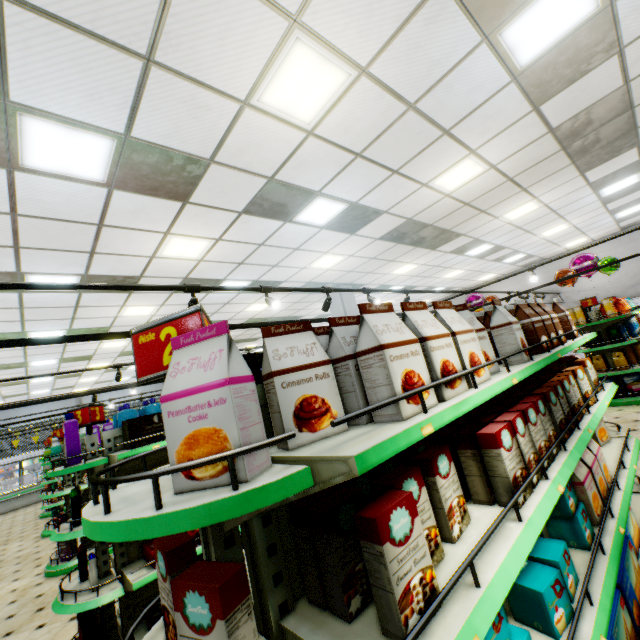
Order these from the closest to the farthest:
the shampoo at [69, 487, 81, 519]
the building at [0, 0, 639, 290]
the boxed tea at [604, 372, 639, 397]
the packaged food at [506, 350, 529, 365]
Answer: the packaged food at [506, 350, 529, 365] → the building at [0, 0, 639, 290] → the shampoo at [69, 487, 81, 519] → the boxed tea at [604, 372, 639, 397]

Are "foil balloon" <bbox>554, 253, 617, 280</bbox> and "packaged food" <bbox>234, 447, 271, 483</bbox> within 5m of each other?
no

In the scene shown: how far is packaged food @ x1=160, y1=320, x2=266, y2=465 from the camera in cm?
90

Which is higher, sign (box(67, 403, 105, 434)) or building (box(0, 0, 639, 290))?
building (box(0, 0, 639, 290))

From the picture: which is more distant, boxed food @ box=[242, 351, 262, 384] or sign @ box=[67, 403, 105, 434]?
sign @ box=[67, 403, 105, 434]

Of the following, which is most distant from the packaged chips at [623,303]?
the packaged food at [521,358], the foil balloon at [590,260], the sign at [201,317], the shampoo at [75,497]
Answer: the shampoo at [75,497]

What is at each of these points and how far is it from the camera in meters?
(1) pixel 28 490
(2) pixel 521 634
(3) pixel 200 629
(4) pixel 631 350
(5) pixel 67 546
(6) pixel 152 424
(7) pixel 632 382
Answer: (1) meat refrigerator, 14.4
(2) boxed food, 1.3
(3) boxed food, 0.9
(4) chips cylinder, 7.5
(5) fabric softener, 5.8
(6) boxed food, 3.6
(7) boxed tea, 7.1

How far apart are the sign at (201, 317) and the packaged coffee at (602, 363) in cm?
Result: 942
